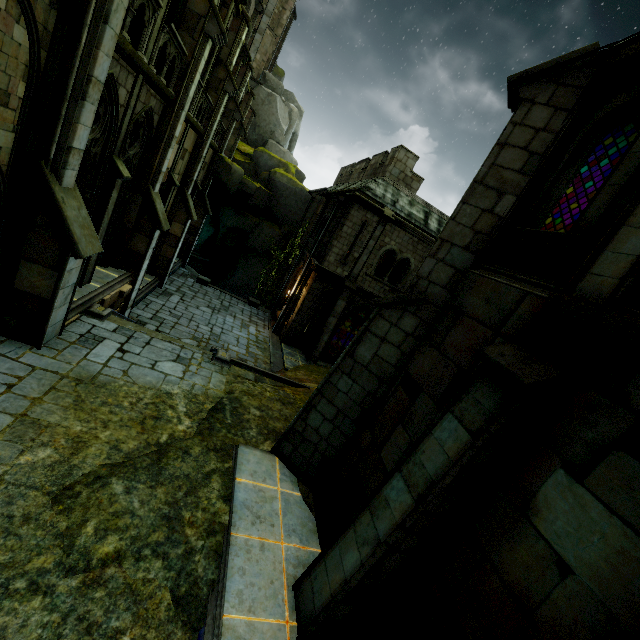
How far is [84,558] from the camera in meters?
4.2 m

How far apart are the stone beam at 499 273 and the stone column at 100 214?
9.2 meters

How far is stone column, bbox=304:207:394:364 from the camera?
17.9m

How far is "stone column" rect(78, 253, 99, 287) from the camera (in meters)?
9.55

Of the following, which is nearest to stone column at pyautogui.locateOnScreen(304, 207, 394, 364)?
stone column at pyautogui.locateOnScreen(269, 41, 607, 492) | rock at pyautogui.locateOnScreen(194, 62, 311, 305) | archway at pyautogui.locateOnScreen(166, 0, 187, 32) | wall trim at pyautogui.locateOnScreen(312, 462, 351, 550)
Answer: rock at pyautogui.locateOnScreen(194, 62, 311, 305)

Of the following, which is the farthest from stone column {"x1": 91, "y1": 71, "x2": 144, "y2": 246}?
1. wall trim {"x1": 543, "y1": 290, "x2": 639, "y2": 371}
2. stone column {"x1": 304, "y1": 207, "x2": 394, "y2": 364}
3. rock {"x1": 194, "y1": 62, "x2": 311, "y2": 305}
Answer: rock {"x1": 194, "y1": 62, "x2": 311, "y2": 305}

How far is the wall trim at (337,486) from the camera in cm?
567

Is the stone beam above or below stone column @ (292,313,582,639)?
above
